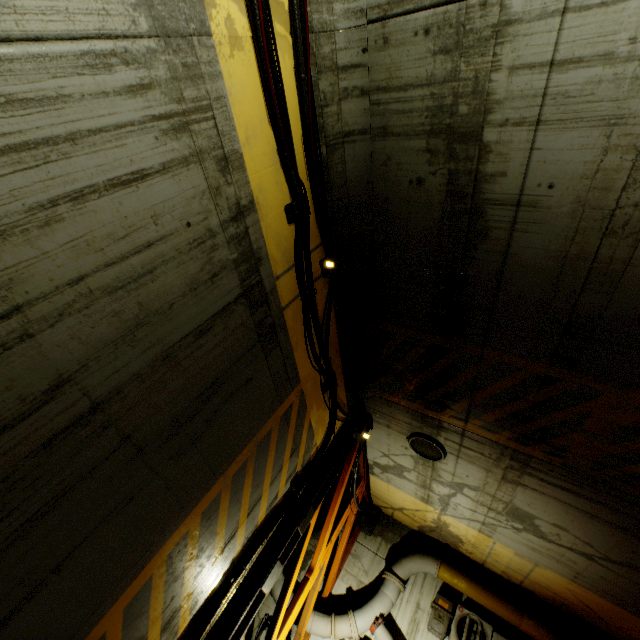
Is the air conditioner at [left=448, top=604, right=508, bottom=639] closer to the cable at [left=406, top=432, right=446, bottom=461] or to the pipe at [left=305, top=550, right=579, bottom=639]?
the pipe at [left=305, top=550, right=579, bottom=639]

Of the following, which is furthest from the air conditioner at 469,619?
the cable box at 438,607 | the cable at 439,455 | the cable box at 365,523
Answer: the cable at 439,455

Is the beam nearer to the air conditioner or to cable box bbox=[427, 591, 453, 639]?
cable box bbox=[427, 591, 453, 639]

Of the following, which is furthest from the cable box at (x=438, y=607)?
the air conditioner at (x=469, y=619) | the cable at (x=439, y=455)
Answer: the cable at (x=439, y=455)

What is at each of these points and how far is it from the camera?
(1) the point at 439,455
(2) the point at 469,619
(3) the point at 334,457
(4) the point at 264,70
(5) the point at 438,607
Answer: (1) cable, 6.9m
(2) air conditioner, 8.0m
(3) beam, 6.8m
(4) cable, 2.8m
(5) cable box, 8.3m

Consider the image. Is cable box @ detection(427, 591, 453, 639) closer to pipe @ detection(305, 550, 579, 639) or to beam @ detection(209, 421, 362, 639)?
pipe @ detection(305, 550, 579, 639)

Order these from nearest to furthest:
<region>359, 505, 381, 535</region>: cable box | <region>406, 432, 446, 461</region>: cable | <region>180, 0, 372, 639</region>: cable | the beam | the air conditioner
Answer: <region>180, 0, 372, 639</region>: cable < the beam < <region>406, 432, 446, 461</region>: cable < the air conditioner < <region>359, 505, 381, 535</region>: cable box

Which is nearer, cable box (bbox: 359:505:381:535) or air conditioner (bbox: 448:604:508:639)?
air conditioner (bbox: 448:604:508:639)
